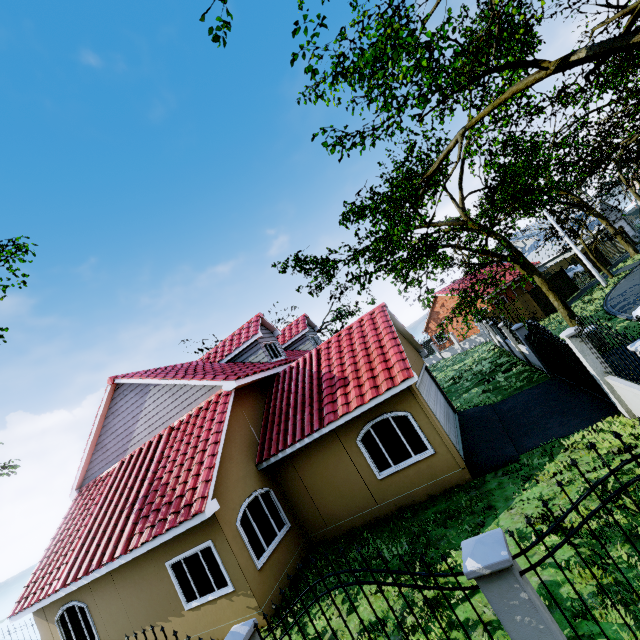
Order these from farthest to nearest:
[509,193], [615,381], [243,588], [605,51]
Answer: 1. [509,193]
2. [243,588]
3. [615,381]
4. [605,51]

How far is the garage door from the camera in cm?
945

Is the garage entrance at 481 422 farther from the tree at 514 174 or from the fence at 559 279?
the tree at 514 174

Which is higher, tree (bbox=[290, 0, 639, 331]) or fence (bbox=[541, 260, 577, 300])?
tree (bbox=[290, 0, 639, 331])

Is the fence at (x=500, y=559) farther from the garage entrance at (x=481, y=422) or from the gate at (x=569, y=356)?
the garage entrance at (x=481, y=422)

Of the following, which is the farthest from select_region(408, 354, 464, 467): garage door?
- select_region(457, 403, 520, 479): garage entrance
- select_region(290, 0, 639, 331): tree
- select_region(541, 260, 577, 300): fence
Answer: select_region(541, 260, 577, 300): fence

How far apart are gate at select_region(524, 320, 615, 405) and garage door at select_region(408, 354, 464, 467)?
4.0m

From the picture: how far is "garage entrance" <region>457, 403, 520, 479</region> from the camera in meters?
9.1
